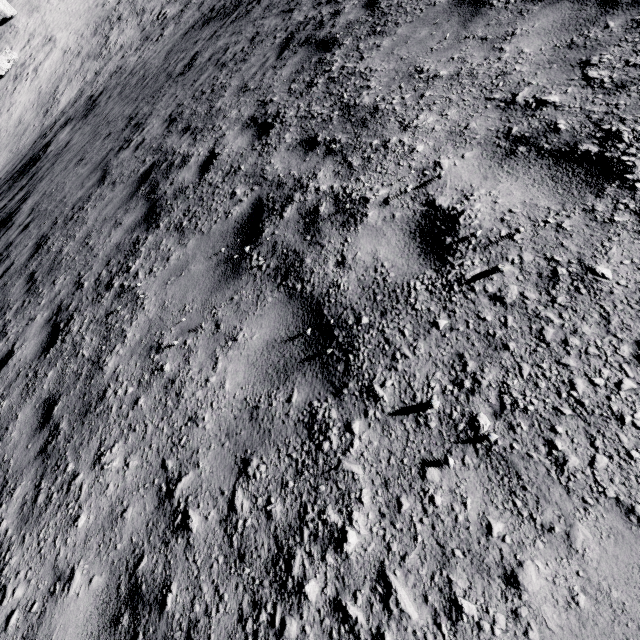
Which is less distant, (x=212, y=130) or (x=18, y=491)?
(x=18, y=491)
